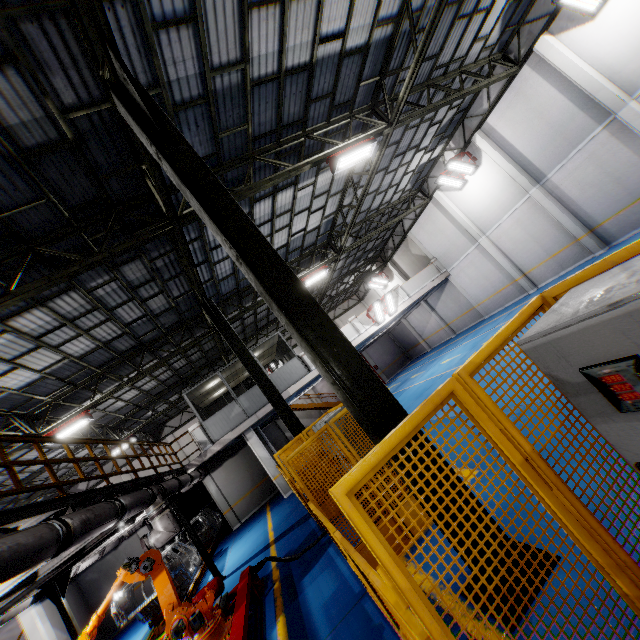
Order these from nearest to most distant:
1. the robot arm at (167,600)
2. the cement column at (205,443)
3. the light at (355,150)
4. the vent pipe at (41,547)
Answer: the vent pipe at (41,547), the robot arm at (167,600), the light at (355,150), the cement column at (205,443)

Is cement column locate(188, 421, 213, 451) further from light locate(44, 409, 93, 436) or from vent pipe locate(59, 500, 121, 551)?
light locate(44, 409, 93, 436)

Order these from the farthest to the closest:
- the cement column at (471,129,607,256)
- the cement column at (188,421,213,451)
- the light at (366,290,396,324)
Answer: the light at (366,290,396,324)
the cement column at (188,421,213,451)
the cement column at (471,129,607,256)

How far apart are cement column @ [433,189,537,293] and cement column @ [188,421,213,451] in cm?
1820

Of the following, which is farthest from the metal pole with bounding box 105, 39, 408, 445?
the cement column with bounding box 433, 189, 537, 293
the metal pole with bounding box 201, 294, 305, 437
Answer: the cement column with bounding box 433, 189, 537, 293

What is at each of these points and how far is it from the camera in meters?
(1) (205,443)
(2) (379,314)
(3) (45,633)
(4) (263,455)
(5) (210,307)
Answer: (1) cement column, 15.8 m
(2) light, 19.4 m
(3) cement column, 12.6 m
(4) cement column, 16.1 m
(5) metal pole, 11.4 m

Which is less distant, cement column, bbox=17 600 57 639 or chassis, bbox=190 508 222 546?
cement column, bbox=17 600 57 639

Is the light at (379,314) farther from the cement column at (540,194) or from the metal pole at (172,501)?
the metal pole at (172,501)
